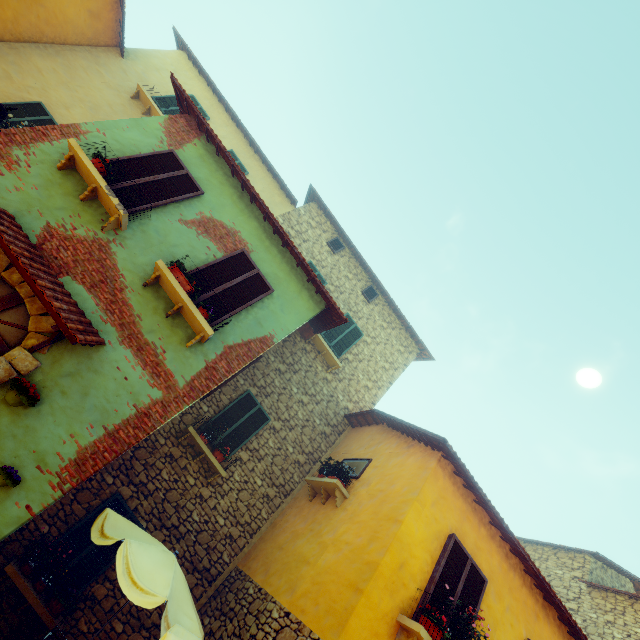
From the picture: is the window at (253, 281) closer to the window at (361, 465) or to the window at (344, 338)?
the window at (361, 465)

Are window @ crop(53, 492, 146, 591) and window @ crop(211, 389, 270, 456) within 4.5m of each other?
yes

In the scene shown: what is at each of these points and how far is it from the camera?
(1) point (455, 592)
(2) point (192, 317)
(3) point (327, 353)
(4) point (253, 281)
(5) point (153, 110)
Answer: (1) window, 5.57m
(2) window sill, 5.44m
(3) window sill, 10.98m
(4) window, 6.59m
(5) window sill, 10.77m

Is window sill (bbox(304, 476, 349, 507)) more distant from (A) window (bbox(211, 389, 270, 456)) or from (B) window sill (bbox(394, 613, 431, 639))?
(B) window sill (bbox(394, 613, 431, 639))

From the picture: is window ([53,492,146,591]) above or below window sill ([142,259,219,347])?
below

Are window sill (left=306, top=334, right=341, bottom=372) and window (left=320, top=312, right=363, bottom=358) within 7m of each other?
yes

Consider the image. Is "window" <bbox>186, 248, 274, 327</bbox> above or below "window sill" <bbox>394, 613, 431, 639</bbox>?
above

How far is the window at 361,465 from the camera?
7.9 meters
